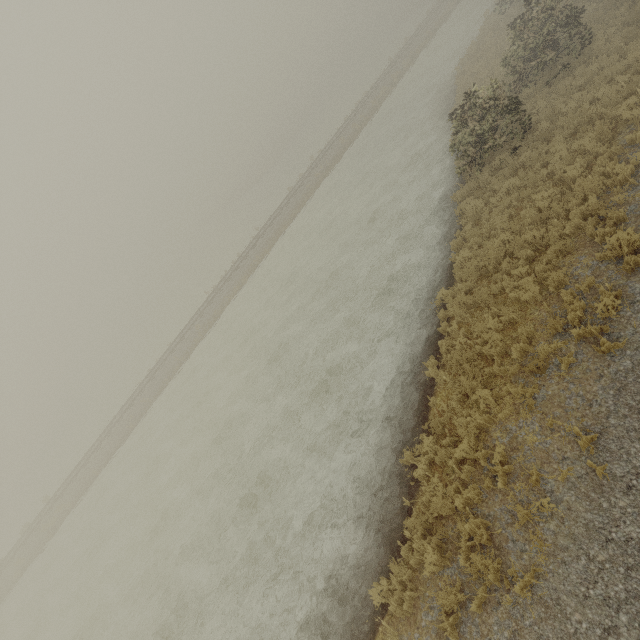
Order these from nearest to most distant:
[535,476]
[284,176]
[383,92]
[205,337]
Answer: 1. [535,476]
2. [205,337]
3. [383,92]
4. [284,176]
